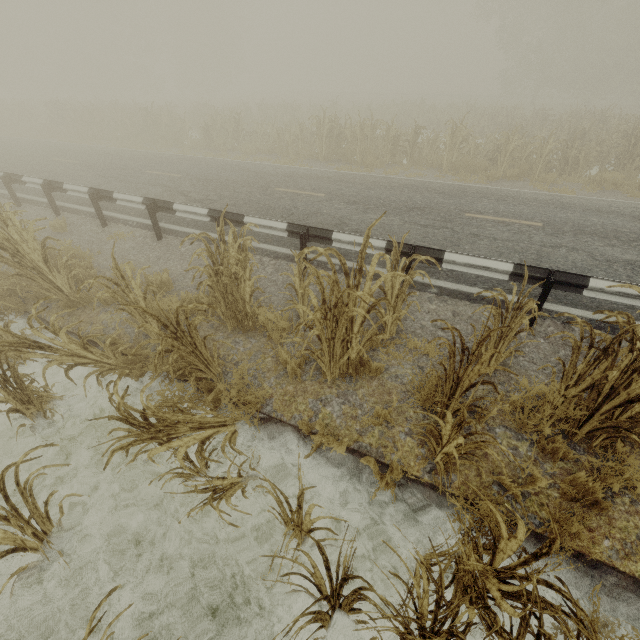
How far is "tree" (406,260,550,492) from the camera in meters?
2.6 m

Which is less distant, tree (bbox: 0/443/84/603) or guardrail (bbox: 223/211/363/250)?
tree (bbox: 0/443/84/603)

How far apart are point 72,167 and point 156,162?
3.2m

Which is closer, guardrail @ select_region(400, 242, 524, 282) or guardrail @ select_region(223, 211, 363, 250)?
guardrail @ select_region(400, 242, 524, 282)

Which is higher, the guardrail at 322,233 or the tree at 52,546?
the guardrail at 322,233

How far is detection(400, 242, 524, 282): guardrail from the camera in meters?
5.0 m

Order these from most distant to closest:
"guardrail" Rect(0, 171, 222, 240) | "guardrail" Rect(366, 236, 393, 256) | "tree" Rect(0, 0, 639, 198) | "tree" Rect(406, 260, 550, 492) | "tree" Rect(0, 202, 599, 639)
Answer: "tree" Rect(0, 0, 639, 198) → "guardrail" Rect(0, 171, 222, 240) → "guardrail" Rect(366, 236, 393, 256) → "tree" Rect(406, 260, 550, 492) → "tree" Rect(0, 202, 599, 639)

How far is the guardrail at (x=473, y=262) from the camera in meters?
5.0
